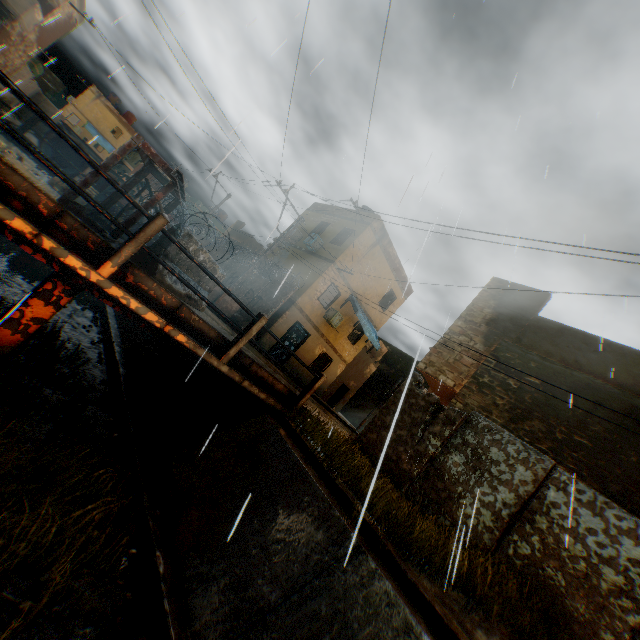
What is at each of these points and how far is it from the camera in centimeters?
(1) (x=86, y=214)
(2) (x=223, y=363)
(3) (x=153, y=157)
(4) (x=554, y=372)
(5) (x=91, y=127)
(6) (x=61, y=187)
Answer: (1) steel platform, 494cm
(2) bridge, 630cm
(3) steel platform, 514cm
(4) building, 968cm
(5) building, 4597cm
(6) cardboard box, 684cm

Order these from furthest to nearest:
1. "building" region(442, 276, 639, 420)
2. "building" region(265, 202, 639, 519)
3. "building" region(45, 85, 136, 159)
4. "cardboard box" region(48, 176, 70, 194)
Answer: "building" region(45, 85, 136, 159) → "building" region(442, 276, 639, 420) → "building" region(265, 202, 639, 519) → "cardboard box" region(48, 176, 70, 194)

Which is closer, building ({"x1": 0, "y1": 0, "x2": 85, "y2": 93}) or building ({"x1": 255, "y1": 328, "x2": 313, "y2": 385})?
building ({"x1": 0, "y1": 0, "x2": 85, "y2": 93})

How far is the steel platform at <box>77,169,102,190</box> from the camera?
4.86m

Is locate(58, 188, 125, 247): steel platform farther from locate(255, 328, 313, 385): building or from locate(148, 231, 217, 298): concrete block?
locate(255, 328, 313, 385): building

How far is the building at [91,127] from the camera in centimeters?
4484cm

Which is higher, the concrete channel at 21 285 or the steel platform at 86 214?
the steel platform at 86 214

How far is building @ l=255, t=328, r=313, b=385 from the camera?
17.44m
